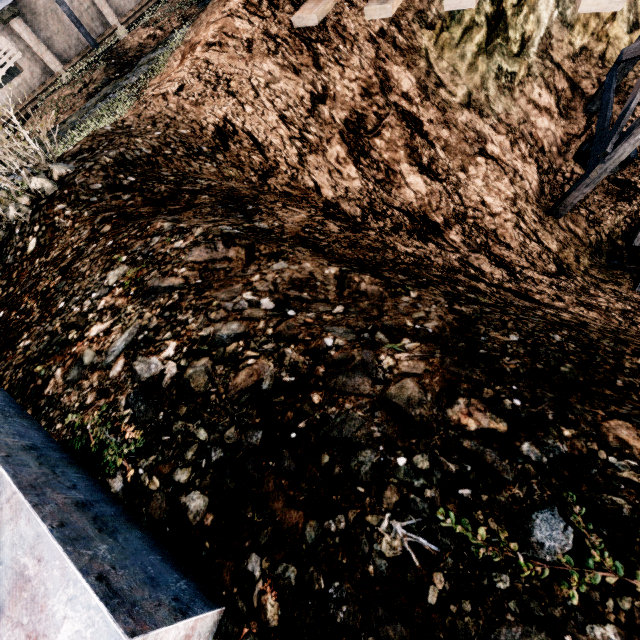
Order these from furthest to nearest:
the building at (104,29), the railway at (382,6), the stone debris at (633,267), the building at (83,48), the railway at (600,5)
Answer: the building at (104,29)
the building at (83,48)
the stone debris at (633,267)
the railway at (382,6)
the railway at (600,5)

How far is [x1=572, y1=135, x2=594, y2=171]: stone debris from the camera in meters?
11.3 m

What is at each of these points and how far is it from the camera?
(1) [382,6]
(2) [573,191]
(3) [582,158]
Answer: (1) railway, 7.2m
(2) wooden support structure, 9.7m
(3) stone debris, 11.6m

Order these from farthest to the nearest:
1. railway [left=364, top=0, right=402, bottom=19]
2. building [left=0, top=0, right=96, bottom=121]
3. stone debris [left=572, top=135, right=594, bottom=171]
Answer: building [left=0, top=0, right=96, bottom=121]
stone debris [left=572, top=135, right=594, bottom=171]
railway [left=364, top=0, right=402, bottom=19]

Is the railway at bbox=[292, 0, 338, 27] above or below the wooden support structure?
above

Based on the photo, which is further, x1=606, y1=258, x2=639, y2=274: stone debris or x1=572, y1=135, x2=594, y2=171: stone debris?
x1=572, y1=135, x2=594, y2=171: stone debris

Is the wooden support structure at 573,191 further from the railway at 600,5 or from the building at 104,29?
the building at 104,29

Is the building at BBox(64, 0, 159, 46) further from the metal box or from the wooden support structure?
the wooden support structure
